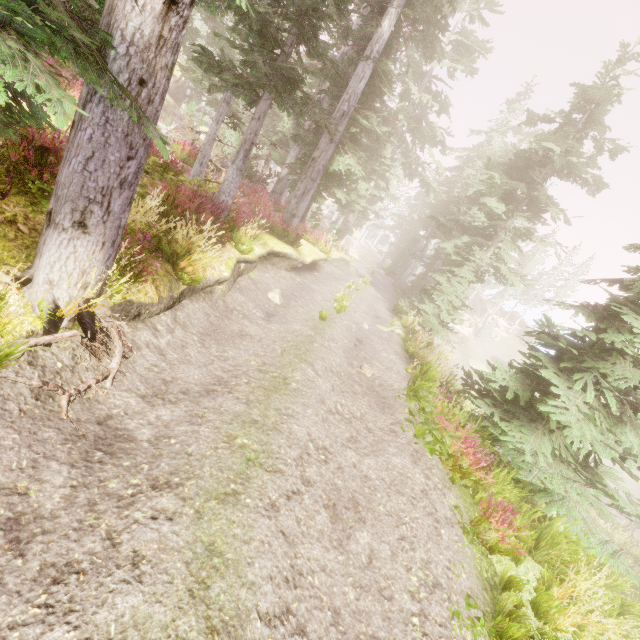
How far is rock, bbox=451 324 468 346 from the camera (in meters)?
46.50

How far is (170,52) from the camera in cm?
329

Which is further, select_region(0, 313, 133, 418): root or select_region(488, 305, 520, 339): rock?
select_region(488, 305, 520, 339): rock

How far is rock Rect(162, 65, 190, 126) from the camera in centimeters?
4453cm

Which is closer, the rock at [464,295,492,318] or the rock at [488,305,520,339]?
the rock at [488,305,520,339]

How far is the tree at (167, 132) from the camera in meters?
15.9 m

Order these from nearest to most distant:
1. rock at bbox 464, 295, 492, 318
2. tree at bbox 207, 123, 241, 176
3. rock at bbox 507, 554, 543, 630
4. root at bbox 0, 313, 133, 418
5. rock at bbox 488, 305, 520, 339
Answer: root at bbox 0, 313, 133, 418, rock at bbox 507, 554, 543, 630, tree at bbox 207, 123, 241, 176, rock at bbox 488, 305, 520, 339, rock at bbox 464, 295, 492, 318

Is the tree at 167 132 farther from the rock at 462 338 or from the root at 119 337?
the rock at 462 338
